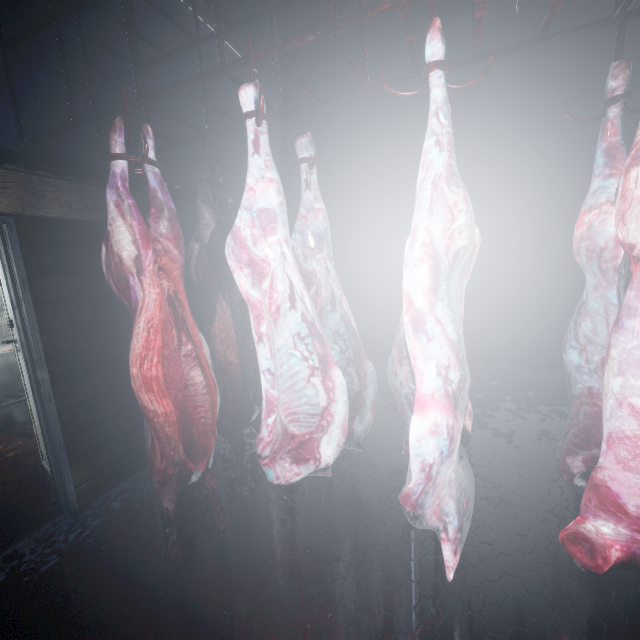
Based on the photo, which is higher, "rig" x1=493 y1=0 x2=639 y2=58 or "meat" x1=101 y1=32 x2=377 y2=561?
"rig" x1=493 y1=0 x2=639 y2=58

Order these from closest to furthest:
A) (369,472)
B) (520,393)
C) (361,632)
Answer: (361,632) < (369,472) < (520,393)

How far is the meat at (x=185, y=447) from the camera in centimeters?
126cm

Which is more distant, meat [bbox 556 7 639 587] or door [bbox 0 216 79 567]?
door [bbox 0 216 79 567]

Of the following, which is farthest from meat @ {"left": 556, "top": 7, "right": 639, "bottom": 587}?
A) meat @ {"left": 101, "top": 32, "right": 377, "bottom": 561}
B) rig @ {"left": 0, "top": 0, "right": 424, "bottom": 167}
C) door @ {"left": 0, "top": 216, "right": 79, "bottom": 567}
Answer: door @ {"left": 0, "top": 216, "right": 79, "bottom": 567}

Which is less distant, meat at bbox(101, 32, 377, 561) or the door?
meat at bbox(101, 32, 377, 561)

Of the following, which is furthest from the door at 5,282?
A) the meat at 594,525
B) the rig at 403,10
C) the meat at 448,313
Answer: the meat at 594,525
